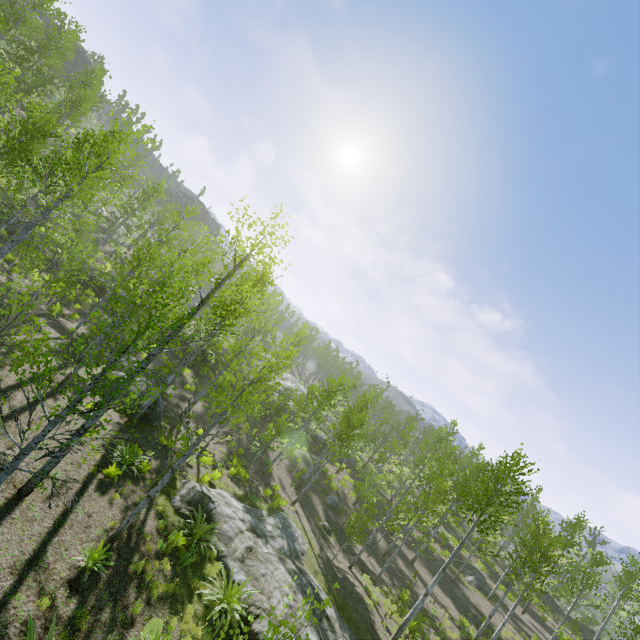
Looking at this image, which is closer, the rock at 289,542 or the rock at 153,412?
the rock at 289,542

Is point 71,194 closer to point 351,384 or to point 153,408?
point 153,408

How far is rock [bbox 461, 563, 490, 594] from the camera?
26.1m

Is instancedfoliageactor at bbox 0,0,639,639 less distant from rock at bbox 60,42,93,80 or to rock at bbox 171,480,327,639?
rock at bbox 171,480,327,639

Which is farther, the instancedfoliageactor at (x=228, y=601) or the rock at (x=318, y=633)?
the rock at (x=318, y=633)

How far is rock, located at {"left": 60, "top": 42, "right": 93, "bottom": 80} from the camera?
53.62m

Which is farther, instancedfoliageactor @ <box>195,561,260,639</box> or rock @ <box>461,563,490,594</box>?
rock @ <box>461,563,490,594</box>

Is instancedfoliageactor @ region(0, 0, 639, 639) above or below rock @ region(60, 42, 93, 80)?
below
